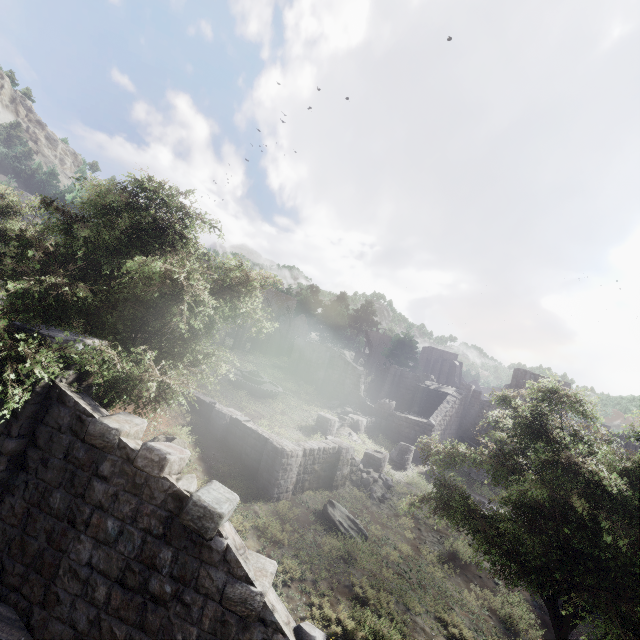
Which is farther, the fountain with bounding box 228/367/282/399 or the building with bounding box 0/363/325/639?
the fountain with bounding box 228/367/282/399

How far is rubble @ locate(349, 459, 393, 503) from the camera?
19.1m

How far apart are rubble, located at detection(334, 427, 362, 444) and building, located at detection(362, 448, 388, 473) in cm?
257

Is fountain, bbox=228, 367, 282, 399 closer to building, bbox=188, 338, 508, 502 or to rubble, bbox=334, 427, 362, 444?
building, bbox=188, 338, 508, 502

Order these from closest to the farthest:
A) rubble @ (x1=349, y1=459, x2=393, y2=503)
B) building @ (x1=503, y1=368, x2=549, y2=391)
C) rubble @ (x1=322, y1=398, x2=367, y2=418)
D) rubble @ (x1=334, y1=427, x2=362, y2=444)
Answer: rubble @ (x1=349, y1=459, x2=393, y2=503) < rubble @ (x1=334, y1=427, x2=362, y2=444) < rubble @ (x1=322, y1=398, x2=367, y2=418) < building @ (x1=503, y1=368, x2=549, y2=391)

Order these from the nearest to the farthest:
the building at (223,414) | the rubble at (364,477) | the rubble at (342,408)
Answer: the building at (223,414) → the rubble at (364,477) → the rubble at (342,408)

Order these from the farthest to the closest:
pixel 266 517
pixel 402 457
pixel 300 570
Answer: pixel 402 457, pixel 266 517, pixel 300 570

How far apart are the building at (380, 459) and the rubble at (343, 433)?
2.6 meters
